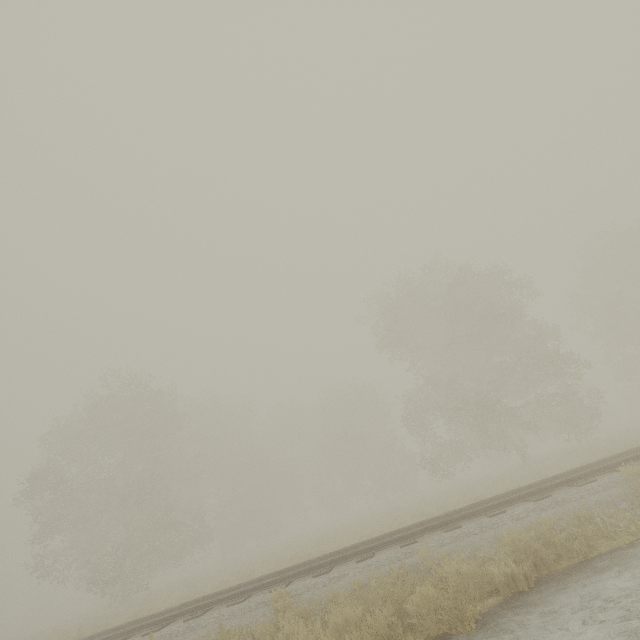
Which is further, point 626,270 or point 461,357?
point 626,270
